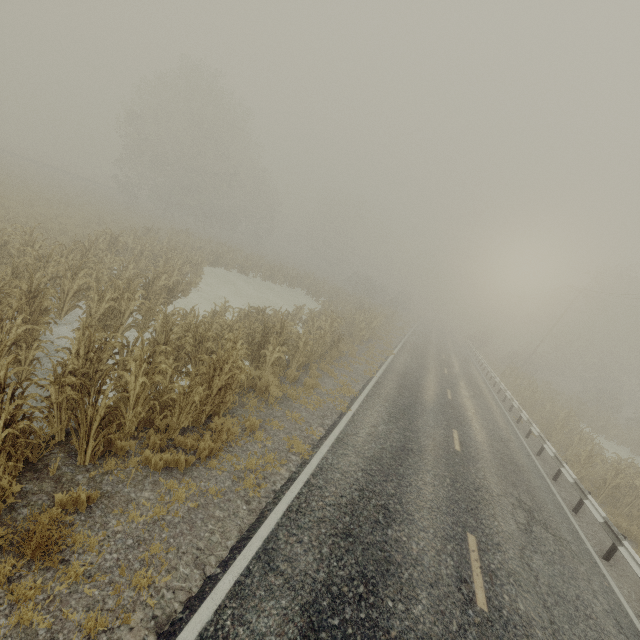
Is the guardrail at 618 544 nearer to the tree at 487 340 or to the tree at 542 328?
the tree at 487 340

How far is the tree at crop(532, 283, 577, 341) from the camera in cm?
5406

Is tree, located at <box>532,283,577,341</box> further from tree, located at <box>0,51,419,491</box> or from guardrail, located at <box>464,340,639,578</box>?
tree, located at <box>0,51,419,491</box>

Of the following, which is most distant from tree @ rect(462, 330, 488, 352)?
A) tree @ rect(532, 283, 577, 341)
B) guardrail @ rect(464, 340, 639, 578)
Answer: tree @ rect(532, 283, 577, 341)

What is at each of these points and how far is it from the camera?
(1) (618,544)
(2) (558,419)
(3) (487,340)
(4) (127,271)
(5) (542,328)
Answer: (1) guardrail, 8.2 meters
(2) tree, 19.5 meters
(3) tree, 48.4 meters
(4) tree, 12.4 meters
(5) tree, 55.0 meters
